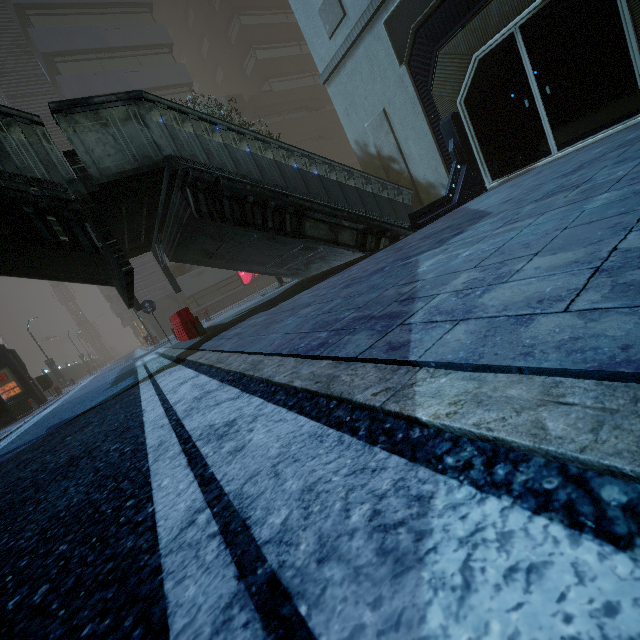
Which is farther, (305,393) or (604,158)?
(604,158)

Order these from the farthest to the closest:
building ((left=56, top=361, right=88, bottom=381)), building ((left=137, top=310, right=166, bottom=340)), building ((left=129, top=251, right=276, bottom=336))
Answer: building ((left=56, top=361, right=88, bottom=381)) < building ((left=137, top=310, right=166, bottom=340)) < building ((left=129, top=251, right=276, bottom=336))

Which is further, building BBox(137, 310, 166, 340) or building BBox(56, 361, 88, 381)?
building BBox(56, 361, 88, 381)

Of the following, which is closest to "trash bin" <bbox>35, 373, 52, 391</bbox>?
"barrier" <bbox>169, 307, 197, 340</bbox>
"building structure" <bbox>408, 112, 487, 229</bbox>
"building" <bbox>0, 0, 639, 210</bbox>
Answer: "building" <bbox>0, 0, 639, 210</bbox>

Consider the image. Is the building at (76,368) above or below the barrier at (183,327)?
above

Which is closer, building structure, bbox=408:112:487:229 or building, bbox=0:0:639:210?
building, bbox=0:0:639:210

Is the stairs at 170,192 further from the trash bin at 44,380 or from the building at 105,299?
the trash bin at 44,380
